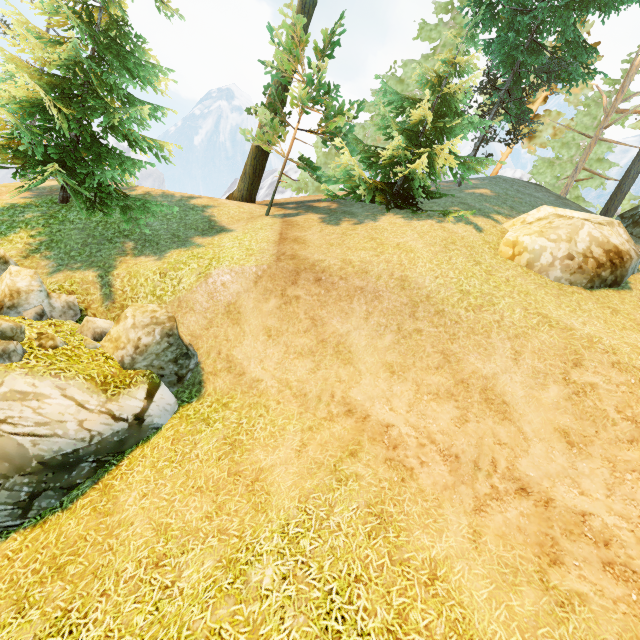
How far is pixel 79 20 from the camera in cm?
1048

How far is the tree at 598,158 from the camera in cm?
2375

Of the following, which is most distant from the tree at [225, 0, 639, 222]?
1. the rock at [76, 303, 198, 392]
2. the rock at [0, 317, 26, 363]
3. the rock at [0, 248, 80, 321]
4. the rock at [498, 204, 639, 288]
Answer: the rock at [498, 204, 639, 288]

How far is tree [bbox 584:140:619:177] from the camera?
23.75m

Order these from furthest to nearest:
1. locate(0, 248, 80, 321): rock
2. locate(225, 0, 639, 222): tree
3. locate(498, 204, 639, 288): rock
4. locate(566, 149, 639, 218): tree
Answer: locate(566, 149, 639, 218): tree < locate(225, 0, 639, 222): tree < locate(498, 204, 639, 288): rock < locate(0, 248, 80, 321): rock

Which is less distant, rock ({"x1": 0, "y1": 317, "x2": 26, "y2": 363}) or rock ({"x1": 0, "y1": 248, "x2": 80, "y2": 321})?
rock ({"x1": 0, "y1": 317, "x2": 26, "y2": 363})

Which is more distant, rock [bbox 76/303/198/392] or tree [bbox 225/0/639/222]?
tree [bbox 225/0/639/222]

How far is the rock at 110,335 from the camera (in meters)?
8.22
